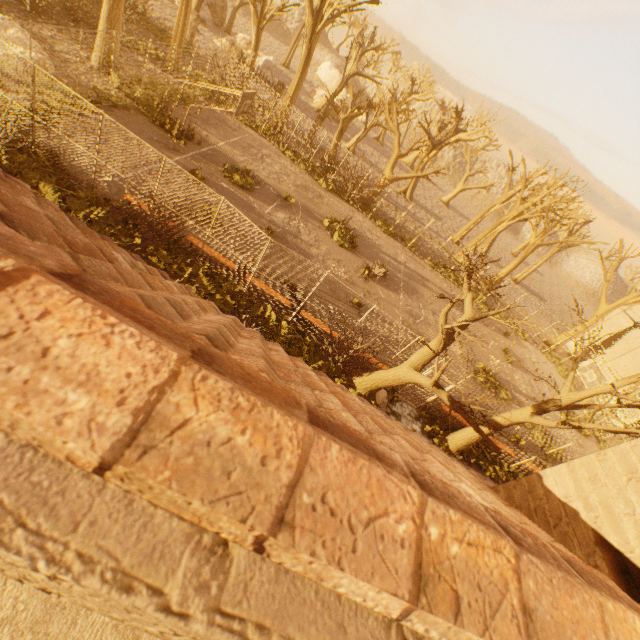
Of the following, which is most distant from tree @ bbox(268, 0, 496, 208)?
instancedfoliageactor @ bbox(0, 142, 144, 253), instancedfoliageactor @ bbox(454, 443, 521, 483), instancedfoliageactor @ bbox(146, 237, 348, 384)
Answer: instancedfoliageactor @ bbox(0, 142, 144, 253)

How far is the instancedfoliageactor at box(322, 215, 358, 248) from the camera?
19.6m

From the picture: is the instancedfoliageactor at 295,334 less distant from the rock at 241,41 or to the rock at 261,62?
the rock at 261,62

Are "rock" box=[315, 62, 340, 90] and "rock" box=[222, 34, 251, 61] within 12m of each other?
no

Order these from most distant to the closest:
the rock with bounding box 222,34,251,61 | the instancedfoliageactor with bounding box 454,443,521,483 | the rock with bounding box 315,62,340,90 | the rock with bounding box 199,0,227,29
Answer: the rock with bounding box 315,62,340,90 → the rock with bounding box 199,0,227,29 → the rock with bounding box 222,34,251,61 → the instancedfoliageactor with bounding box 454,443,521,483

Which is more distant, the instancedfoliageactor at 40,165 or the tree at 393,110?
the tree at 393,110

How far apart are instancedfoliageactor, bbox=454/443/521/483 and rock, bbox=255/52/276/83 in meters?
36.2

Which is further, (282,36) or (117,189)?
(282,36)
